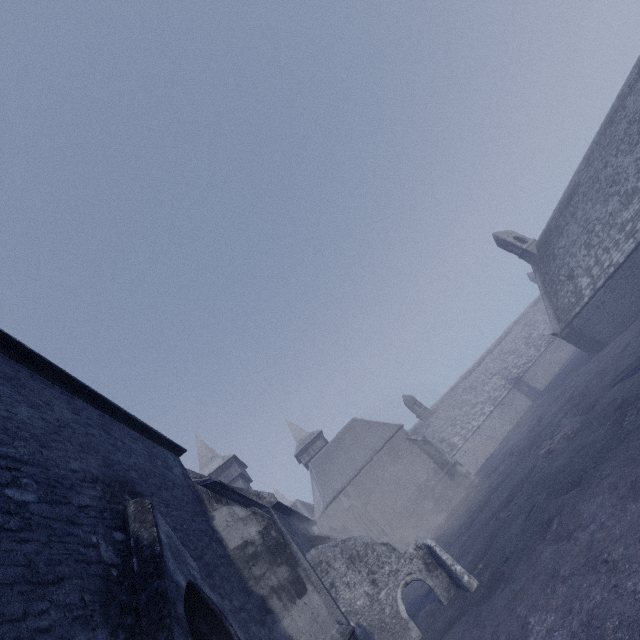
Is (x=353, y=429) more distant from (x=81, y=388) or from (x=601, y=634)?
(x=81, y=388)
